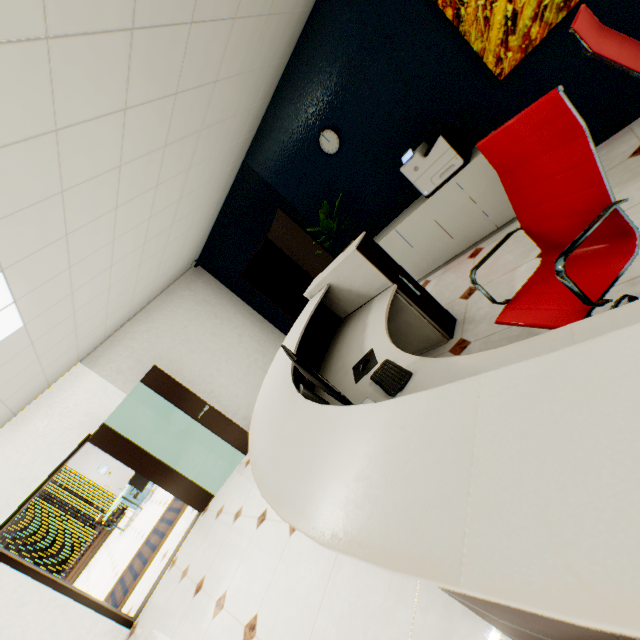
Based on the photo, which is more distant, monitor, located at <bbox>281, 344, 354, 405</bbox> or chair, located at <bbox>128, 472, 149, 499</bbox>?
chair, located at <bbox>128, 472, 149, 499</bbox>

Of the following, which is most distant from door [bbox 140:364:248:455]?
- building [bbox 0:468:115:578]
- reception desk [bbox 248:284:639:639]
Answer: building [bbox 0:468:115:578]

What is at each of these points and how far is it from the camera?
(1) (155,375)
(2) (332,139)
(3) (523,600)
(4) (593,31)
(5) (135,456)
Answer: (1) door, 5.0 meters
(2) clock, 4.1 meters
(3) reception desk, 0.3 meters
(4) chair, 2.0 meters
(5) door, 4.9 meters

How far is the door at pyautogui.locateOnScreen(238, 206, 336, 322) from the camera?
4.34m

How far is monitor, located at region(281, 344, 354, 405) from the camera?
1.3m

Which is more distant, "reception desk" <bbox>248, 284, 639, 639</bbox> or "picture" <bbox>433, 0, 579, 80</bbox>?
"picture" <bbox>433, 0, 579, 80</bbox>

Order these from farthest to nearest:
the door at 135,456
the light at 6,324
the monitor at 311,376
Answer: the door at 135,456
the light at 6,324
the monitor at 311,376

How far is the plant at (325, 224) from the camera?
4.16m
